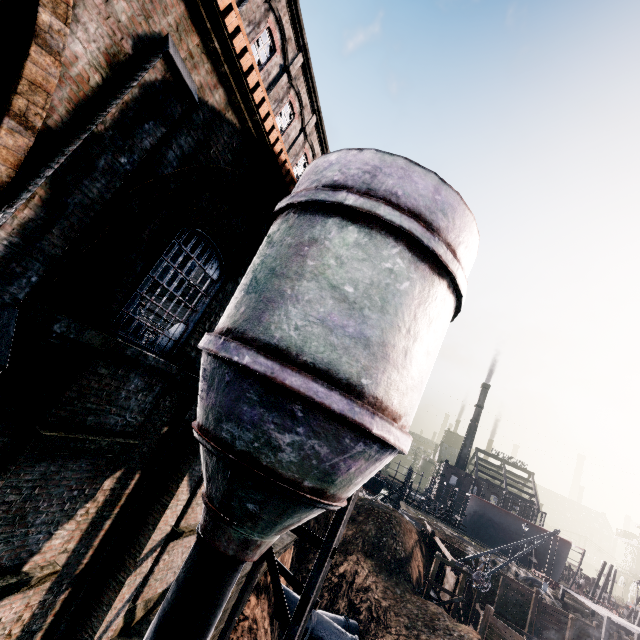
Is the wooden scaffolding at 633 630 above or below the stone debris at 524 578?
above

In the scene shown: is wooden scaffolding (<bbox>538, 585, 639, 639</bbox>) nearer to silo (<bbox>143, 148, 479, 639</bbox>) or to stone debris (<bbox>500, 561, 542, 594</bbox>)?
stone debris (<bbox>500, 561, 542, 594</bbox>)

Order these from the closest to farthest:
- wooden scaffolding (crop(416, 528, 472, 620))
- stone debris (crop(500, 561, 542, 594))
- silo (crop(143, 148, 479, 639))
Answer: silo (crop(143, 148, 479, 639)) < wooden scaffolding (crop(416, 528, 472, 620)) < stone debris (crop(500, 561, 542, 594))

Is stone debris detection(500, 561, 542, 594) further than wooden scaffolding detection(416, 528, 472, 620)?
Yes

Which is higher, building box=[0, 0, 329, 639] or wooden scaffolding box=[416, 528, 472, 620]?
building box=[0, 0, 329, 639]

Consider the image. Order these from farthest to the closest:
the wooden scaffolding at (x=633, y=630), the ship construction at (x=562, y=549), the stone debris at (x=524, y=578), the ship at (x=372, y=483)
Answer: the ship at (x=372, y=483) < the ship construction at (x=562, y=549) < the stone debris at (x=524, y=578) < the wooden scaffolding at (x=633, y=630)

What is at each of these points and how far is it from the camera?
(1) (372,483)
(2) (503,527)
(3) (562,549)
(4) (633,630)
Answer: (1) ship, 57.78m
(2) ship construction, 55.69m
(3) ship construction, 52.41m
(4) wooden scaffolding, 29.36m

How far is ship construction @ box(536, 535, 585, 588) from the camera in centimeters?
5197cm
